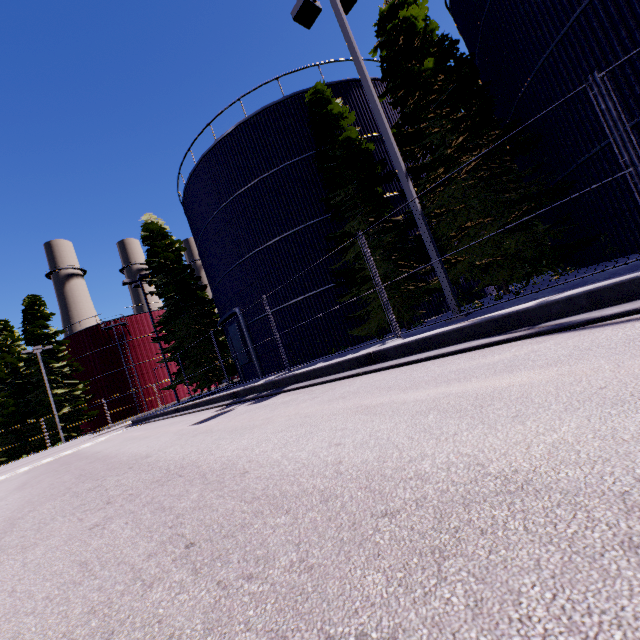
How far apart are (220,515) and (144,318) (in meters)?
45.10

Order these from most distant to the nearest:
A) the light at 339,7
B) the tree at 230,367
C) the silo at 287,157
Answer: the tree at 230,367, the silo at 287,157, the light at 339,7

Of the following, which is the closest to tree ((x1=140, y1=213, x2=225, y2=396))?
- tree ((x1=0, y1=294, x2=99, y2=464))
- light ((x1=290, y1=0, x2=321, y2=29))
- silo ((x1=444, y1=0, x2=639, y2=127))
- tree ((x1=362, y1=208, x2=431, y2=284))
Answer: silo ((x1=444, y1=0, x2=639, y2=127))

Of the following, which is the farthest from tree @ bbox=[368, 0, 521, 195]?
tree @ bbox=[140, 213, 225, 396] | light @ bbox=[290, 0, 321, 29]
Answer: tree @ bbox=[140, 213, 225, 396]

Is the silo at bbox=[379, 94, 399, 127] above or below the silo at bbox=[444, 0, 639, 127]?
above

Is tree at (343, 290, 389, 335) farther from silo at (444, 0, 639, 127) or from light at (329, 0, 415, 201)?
light at (329, 0, 415, 201)

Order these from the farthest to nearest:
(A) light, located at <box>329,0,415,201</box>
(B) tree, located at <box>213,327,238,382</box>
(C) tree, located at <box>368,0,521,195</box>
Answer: (B) tree, located at <box>213,327,238,382</box>
(C) tree, located at <box>368,0,521,195</box>
(A) light, located at <box>329,0,415,201</box>

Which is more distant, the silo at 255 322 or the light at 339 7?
the silo at 255 322
